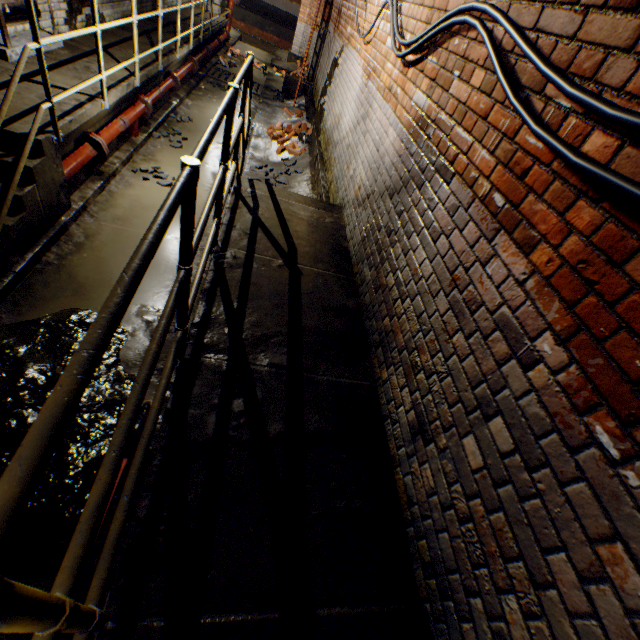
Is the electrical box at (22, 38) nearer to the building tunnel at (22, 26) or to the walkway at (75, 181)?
the building tunnel at (22, 26)

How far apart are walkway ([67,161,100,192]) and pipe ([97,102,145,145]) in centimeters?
3cm

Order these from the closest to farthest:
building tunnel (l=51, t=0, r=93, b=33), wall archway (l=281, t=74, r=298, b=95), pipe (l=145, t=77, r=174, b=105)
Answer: building tunnel (l=51, t=0, r=93, b=33) < pipe (l=145, t=77, r=174, b=105) < wall archway (l=281, t=74, r=298, b=95)

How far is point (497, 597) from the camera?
1.2 meters

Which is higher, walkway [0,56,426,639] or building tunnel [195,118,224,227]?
walkway [0,56,426,639]

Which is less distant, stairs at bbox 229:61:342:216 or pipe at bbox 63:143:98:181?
stairs at bbox 229:61:342:216

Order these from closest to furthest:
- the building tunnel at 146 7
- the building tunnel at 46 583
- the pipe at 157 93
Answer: the building tunnel at 46 583 < the pipe at 157 93 < the building tunnel at 146 7

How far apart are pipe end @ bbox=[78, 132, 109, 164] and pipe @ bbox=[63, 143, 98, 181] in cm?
3
